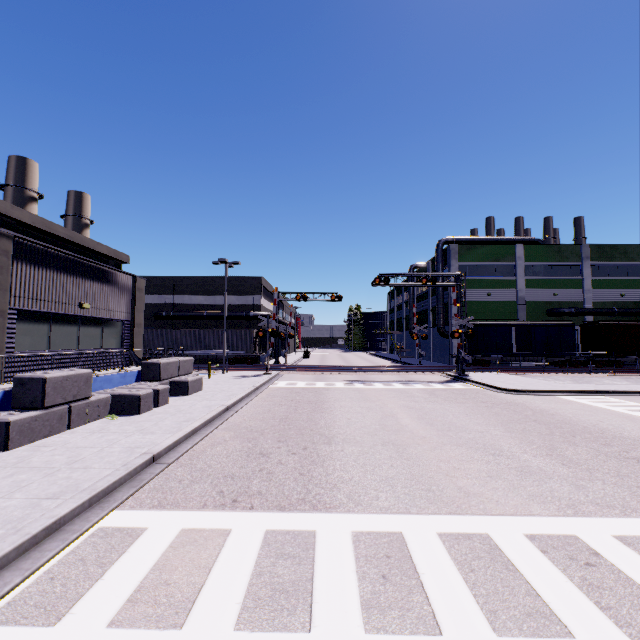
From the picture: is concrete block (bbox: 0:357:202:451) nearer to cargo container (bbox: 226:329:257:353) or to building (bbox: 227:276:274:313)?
building (bbox: 227:276:274:313)

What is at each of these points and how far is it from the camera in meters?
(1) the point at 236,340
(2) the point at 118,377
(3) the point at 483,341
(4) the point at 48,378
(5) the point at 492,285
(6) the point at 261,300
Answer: (1) cargo container, 34.8 m
(2) building, 14.1 m
(3) cargo car, 33.8 m
(4) concrete block, 9.4 m
(5) building, 39.3 m
(6) building, 39.8 m

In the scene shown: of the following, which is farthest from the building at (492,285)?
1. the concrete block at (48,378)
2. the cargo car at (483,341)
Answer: the cargo car at (483,341)

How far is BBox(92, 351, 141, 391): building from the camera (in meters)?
12.91

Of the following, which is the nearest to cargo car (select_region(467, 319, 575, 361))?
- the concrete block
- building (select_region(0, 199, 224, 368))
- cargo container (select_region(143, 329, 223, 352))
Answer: building (select_region(0, 199, 224, 368))

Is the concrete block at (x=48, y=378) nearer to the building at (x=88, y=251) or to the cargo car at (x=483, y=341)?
the building at (x=88, y=251)

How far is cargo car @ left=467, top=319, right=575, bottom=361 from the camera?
33.66m

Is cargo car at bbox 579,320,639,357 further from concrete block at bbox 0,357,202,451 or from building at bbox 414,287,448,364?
concrete block at bbox 0,357,202,451
